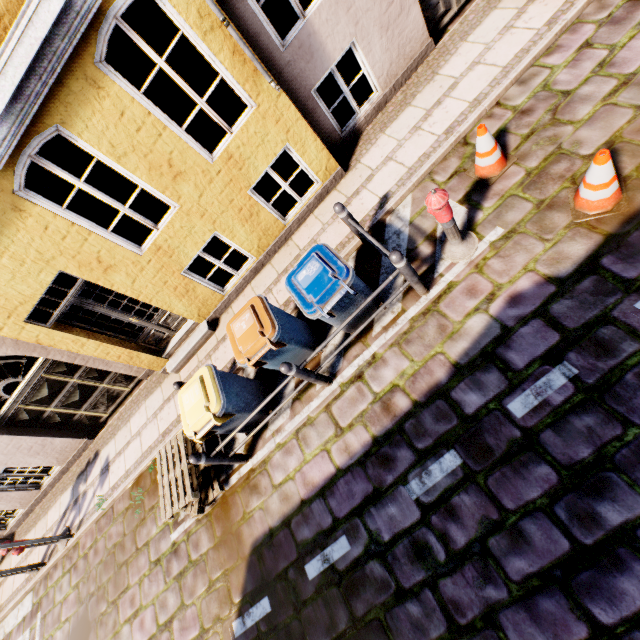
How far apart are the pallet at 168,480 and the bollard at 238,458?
0.5m

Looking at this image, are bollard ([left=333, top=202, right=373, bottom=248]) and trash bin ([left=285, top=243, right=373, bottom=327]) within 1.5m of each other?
yes

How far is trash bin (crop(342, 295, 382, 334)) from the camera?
4.62m

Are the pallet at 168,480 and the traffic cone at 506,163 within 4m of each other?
no

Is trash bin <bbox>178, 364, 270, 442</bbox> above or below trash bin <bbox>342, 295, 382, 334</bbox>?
above

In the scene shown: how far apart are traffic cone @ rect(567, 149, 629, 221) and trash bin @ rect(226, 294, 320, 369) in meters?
3.7 m

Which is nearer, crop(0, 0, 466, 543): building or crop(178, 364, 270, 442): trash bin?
crop(0, 0, 466, 543): building

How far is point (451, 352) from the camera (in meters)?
4.14
